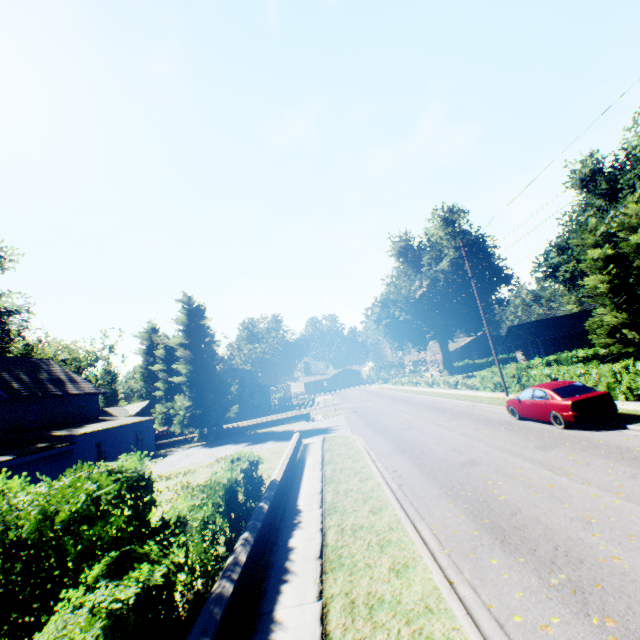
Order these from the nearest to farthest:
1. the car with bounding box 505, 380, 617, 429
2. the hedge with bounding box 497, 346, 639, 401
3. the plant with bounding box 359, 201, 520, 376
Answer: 1. the car with bounding box 505, 380, 617, 429
2. the hedge with bounding box 497, 346, 639, 401
3. the plant with bounding box 359, 201, 520, 376

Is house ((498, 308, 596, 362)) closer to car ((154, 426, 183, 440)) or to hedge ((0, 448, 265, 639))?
hedge ((0, 448, 265, 639))

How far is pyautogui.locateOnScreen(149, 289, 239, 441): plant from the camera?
32.3m

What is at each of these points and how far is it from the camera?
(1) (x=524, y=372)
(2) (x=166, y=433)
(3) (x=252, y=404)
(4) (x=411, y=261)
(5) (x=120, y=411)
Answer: (1) hedge, 23.0m
(2) car, 44.5m
(3) house, 55.4m
(4) plant, 45.1m
(5) house, 59.9m

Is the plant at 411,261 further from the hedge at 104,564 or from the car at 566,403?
the car at 566,403

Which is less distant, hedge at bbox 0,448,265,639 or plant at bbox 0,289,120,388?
hedge at bbox 0,448,265,639

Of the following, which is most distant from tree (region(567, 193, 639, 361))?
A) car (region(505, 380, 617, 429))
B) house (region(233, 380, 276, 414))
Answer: Result: house (region(233, 380, 276, 414))
